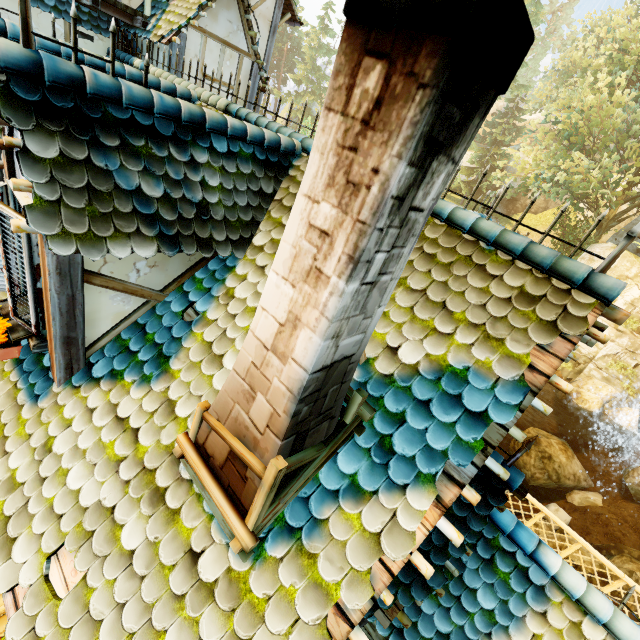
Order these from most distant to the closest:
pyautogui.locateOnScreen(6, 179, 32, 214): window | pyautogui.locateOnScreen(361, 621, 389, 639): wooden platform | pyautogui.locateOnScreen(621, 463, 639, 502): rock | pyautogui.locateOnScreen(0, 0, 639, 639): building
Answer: pyautogui.locateOnScreen(621, 463, 639, 502): rock, pyautogui.locateOnScreen(361, 621, 389, 639): wooden platform, pyautogui.locateOnScreen(6, 179, 32, 214): window, pyautogui.locateOnScreen(0, 0, 639, 639): building

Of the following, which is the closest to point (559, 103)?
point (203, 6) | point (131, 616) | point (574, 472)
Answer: point (574, 472)

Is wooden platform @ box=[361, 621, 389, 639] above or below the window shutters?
below

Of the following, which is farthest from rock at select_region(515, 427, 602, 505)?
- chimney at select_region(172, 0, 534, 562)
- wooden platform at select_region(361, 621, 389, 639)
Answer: chimney at select_region(172, 0, 534, 562)

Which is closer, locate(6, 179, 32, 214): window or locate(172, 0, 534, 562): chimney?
locate(172, 0, 534, 562): chimney

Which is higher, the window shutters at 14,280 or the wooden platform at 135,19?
the wooden platform at 135,19

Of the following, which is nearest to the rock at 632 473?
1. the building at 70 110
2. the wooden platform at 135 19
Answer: the building at 70 110

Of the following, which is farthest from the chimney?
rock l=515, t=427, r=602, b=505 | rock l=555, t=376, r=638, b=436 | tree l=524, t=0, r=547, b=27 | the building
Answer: rock l=555, t=376, r=638, b=436
